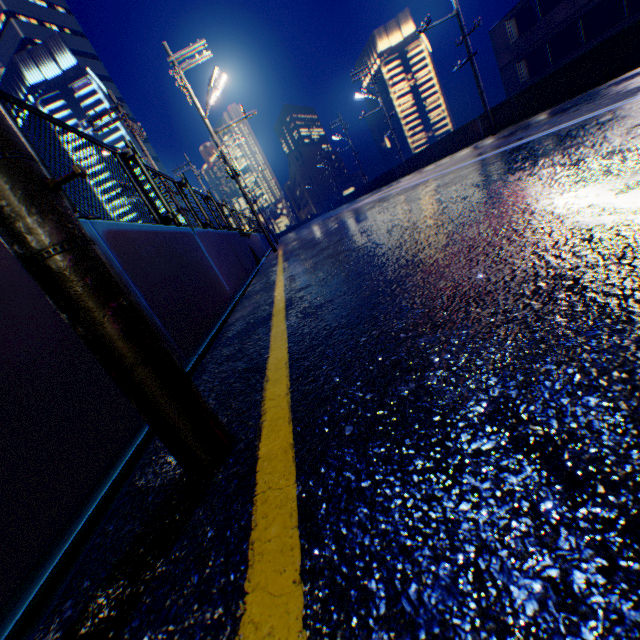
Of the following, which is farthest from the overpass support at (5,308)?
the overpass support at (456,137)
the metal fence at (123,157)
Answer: the overpass support at (456,137)

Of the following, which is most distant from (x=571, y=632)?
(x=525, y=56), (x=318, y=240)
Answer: (x=525, y=56)

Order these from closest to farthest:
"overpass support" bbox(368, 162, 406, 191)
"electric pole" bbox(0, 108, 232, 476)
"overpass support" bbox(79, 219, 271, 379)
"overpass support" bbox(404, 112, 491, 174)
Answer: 1. "electric pole" bbox(0, 108, 232, 476)
2. "overpass support" bbox(79, 219, 271, 379)
3. "overpass support" bbox(404, 112, 491, 174)
4. "overpass support" bbox(368, 162, 406, 191)

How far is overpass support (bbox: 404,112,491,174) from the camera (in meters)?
18.39

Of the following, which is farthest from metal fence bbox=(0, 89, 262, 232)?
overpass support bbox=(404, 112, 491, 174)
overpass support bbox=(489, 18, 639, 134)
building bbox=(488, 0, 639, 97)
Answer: building bbox=(488, 0, 639, 97)

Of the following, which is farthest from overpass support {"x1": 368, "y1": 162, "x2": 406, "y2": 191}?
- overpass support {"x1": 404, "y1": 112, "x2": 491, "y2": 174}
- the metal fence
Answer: overpass support {"x1": 404, "y1": 112, "x2": 491, "y2": 174}

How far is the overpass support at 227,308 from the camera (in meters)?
2.55

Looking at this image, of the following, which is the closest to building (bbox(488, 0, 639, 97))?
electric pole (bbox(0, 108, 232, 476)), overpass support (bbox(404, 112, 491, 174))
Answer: overpass support (bbox(404, 112, 491, 174))
